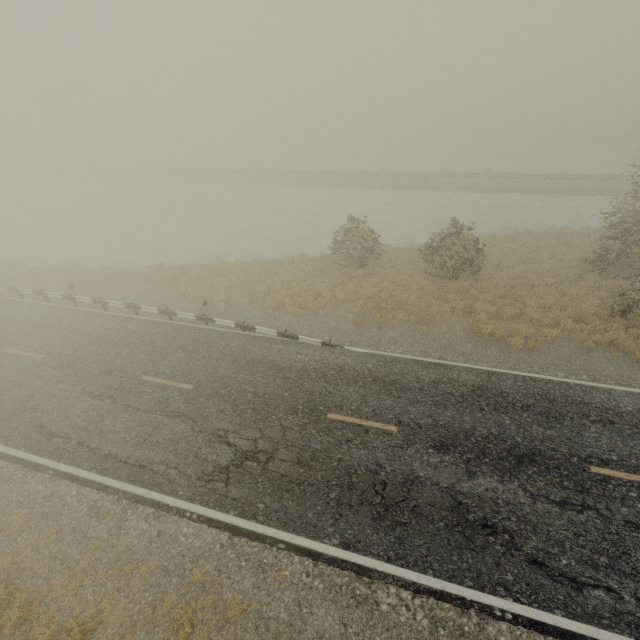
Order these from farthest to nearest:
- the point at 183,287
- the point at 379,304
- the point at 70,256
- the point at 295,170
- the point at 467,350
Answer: the point at 295,170 → the point at 70,256 → the point at 183,287 → the point at 379,304 → the point at 467,350
